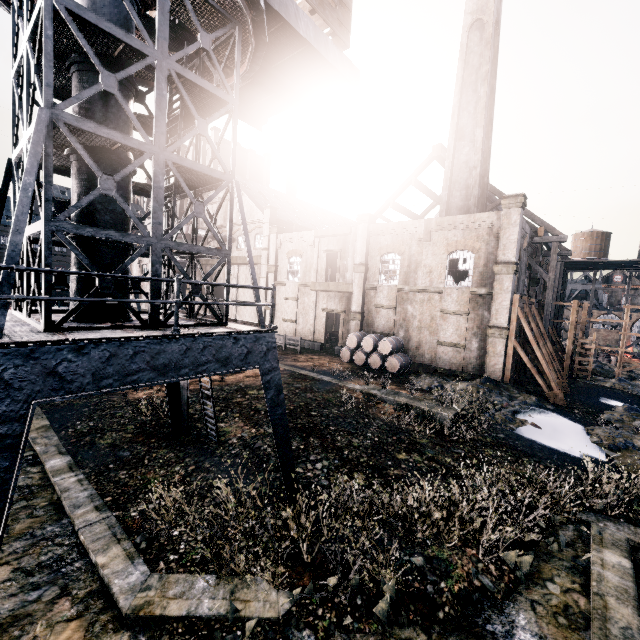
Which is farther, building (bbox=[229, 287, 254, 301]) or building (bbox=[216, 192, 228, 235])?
building (bbox=[216, 192, 228, 235])

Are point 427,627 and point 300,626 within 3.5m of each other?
yes

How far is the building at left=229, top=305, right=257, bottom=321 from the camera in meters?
41.3 m

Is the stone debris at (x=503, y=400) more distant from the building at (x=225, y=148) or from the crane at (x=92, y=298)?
the crane at (x=92, y=298)

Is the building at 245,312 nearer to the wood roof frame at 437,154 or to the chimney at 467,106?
the wood roof frame at 437,154

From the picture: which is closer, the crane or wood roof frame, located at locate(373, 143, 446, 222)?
the crane
